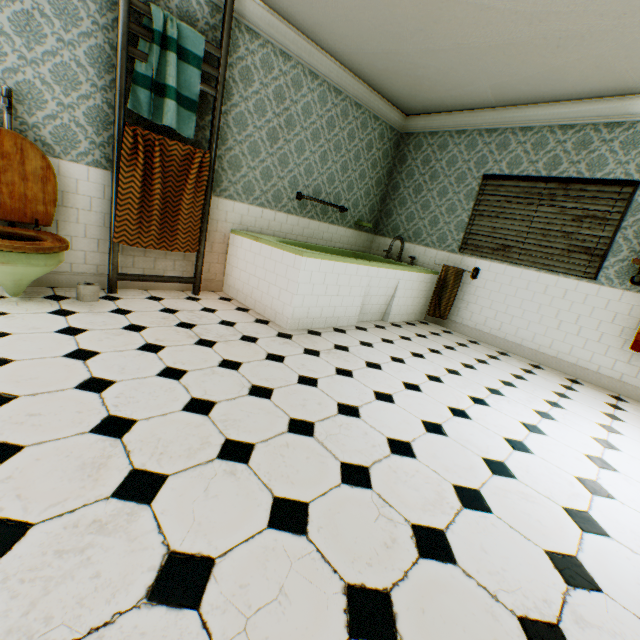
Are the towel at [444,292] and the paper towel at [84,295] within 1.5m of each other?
no

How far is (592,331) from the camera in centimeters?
392cm

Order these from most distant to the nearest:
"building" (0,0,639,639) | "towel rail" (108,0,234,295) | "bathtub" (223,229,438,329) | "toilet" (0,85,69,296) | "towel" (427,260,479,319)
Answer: "towel" (427,260,479,319) → "bathtub" (223,229,438,329) → "towel rail" (108,0,234,295) → "toilet" (0,85,69,296) → "building" (0,0,639,639)

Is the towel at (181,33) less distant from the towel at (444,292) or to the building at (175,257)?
the building at (175,257)

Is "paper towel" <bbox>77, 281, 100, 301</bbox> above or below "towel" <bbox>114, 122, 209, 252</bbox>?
below

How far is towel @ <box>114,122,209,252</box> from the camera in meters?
3.0

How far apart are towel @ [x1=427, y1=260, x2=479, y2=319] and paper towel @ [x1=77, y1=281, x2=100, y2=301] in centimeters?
426cm

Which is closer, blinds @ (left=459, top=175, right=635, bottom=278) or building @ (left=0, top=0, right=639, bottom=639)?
building @ (left=0, top=0, right=639, bottom=639)
